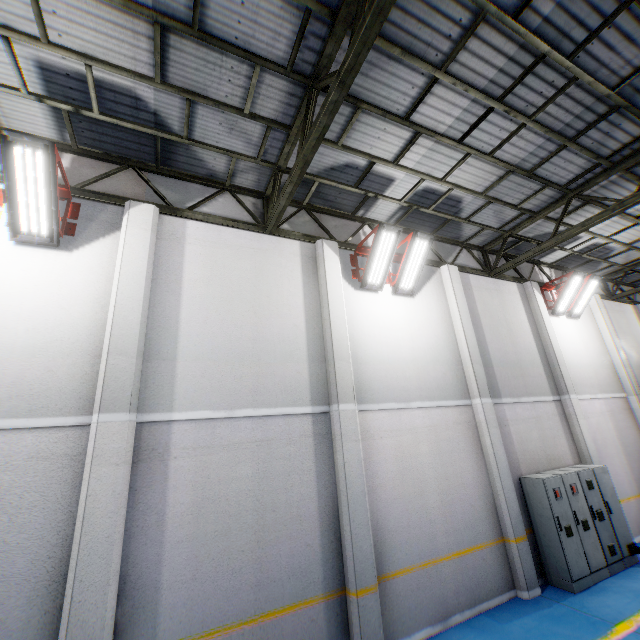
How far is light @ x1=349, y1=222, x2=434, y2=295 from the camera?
7.5m

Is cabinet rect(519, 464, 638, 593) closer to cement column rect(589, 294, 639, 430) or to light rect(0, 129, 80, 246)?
cement column rect(589, 294, 639, 430)

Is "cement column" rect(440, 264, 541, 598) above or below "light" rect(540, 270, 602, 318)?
below

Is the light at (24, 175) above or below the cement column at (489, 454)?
above

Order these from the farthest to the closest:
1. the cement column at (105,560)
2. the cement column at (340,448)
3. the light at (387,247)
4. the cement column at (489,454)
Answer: the light at (387,247)
the cement column at (489,454)
the cement column at (340,448)
the cement column at (105,560)

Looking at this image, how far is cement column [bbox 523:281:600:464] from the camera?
9.32m

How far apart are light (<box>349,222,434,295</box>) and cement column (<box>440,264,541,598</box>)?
2.23m

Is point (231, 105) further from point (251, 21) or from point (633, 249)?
point (633, 249)
